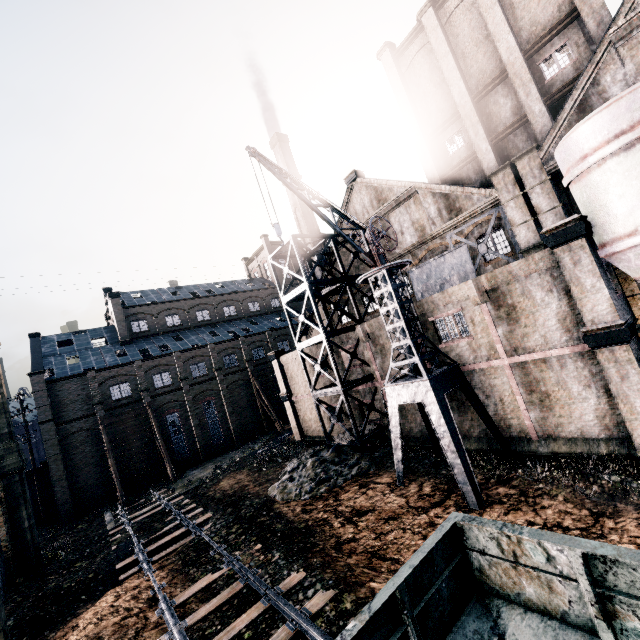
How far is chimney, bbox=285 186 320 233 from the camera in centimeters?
4447cm

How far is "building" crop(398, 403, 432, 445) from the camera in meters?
21.4 m

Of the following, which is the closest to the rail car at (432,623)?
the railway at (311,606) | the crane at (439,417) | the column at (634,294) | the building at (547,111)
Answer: the railway at (311,606)

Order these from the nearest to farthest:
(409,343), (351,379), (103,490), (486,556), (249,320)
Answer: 1. (486,556)
2. (409,343)
3. (351,379)
4. (103,490)
5. (249,320)

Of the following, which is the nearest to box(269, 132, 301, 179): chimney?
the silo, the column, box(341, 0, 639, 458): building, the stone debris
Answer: box(341, 0, 639, 458): building

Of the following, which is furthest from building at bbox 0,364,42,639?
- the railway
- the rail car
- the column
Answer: the railway

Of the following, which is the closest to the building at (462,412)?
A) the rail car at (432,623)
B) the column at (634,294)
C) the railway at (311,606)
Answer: the column at (634,294)

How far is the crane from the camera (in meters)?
14.66
